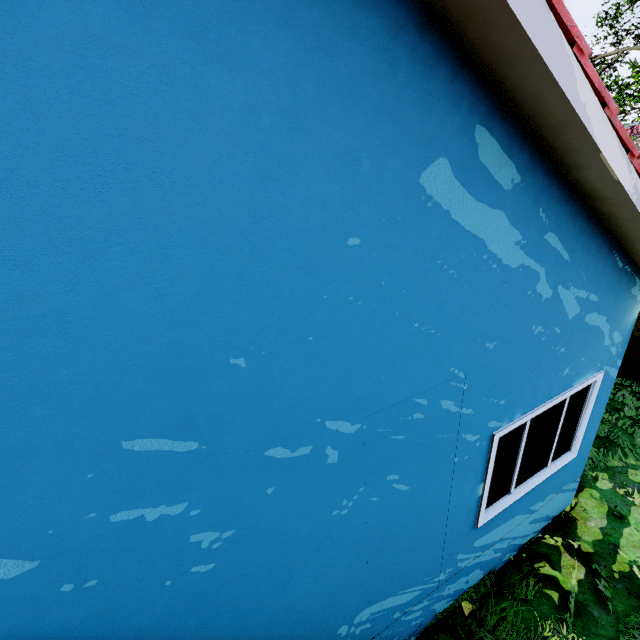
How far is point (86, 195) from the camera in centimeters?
113cm
